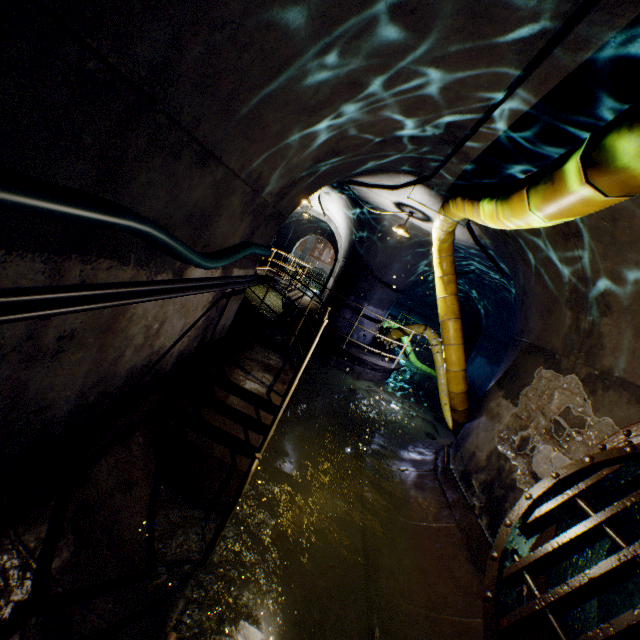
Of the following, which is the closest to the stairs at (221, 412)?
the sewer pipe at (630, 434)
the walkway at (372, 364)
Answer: the walkway at (372, 364)

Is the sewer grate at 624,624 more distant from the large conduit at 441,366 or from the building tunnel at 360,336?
the large conduit at 441,366

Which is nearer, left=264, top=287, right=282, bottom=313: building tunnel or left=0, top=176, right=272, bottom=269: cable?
left=0, top=176, right=272, bottom=269: cable

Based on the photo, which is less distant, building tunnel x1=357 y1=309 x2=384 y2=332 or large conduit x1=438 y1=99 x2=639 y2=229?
large conduit x1=438 y1=99 x2=639 y2=229

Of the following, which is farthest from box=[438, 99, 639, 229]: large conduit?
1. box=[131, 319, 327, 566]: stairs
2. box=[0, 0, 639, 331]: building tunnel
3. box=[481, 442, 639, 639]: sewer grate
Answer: box=[481, 442, 639, 639]: sewer grate

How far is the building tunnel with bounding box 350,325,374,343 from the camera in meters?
10.6

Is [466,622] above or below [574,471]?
below

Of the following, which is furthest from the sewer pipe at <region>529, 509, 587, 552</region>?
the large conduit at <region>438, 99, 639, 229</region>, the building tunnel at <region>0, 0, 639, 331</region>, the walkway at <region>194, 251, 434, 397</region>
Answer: the large conduit at <region>438, 99, 639, 229</region>
